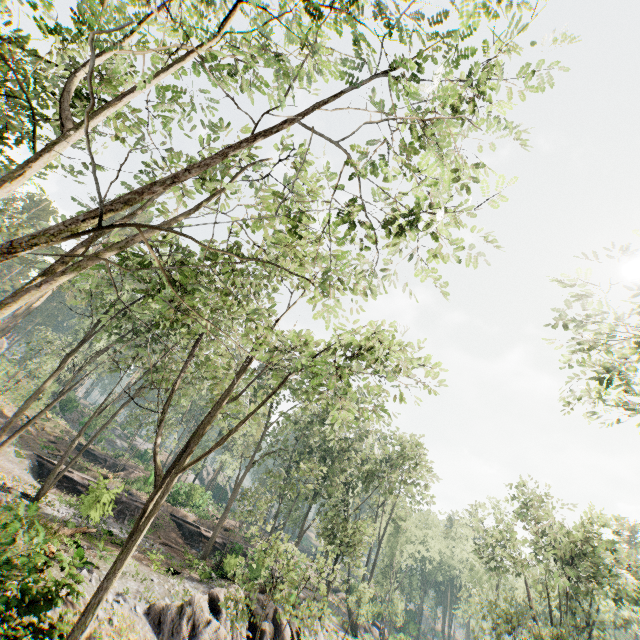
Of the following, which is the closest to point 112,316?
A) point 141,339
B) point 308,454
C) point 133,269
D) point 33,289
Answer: point 141,339

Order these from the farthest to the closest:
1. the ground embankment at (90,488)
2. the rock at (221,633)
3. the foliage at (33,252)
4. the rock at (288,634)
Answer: the rock at (288,634) < the ground embankment at (90,488) < the rock at (221,633) < the foliage at (33,252)

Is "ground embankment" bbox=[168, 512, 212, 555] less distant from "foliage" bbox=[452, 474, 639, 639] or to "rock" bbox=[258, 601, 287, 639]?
"foliage" bbox=[452, 474, 639, 639]

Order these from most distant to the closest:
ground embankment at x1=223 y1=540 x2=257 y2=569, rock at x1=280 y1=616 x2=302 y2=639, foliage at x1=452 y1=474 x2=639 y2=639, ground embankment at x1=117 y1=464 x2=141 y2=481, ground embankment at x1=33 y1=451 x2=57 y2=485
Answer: ground embankment at x1=117 y1=464 x2=141 y2=481
ground embankment at x1=33 y1=451 x2=57 y2=485
foliage at x1=452 y1=474 x2=639 y2=639
ground embankment at x1=223 y1=540 x2=257 y2=569
rock at x1=280 y1=616 x2=302 y2=639

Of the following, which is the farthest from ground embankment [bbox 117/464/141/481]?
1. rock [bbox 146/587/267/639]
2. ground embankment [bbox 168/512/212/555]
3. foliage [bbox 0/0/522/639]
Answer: rock [bbox 146/587/267/639]

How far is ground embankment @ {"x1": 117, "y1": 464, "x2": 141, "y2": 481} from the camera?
36.6 meters

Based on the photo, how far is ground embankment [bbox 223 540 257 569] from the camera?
23.2m

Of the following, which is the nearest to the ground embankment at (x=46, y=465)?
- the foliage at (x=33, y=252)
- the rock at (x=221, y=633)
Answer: the rock at (x=221, y=633)
